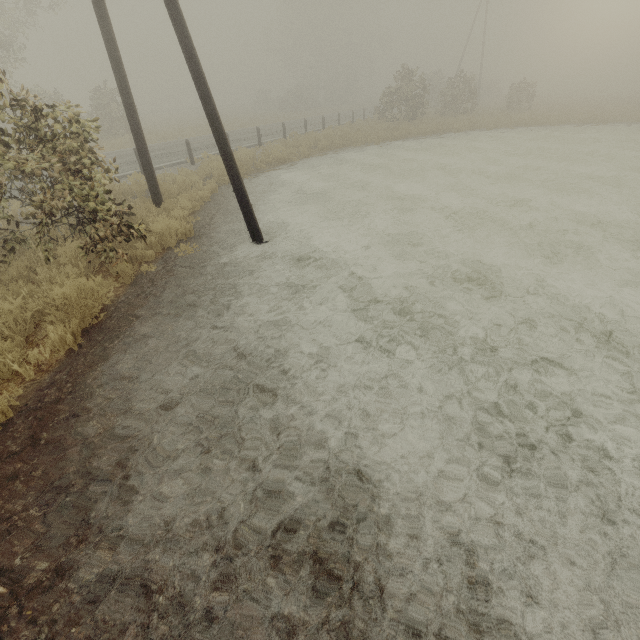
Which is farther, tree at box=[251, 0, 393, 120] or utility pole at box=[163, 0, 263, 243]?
tree at box=[251, 0, 393, 120]

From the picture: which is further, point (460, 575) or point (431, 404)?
point (431, 404)

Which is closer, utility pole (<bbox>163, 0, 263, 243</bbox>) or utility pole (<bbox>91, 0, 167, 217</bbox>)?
utility pole (<bbox>163, 0, 263, 243</bbox>)

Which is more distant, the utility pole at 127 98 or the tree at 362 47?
the tree at 362 47

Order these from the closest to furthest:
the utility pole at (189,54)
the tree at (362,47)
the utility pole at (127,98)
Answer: the utility pole at (189,54)
the utility pole at (127,98)
the tree at (362,47)

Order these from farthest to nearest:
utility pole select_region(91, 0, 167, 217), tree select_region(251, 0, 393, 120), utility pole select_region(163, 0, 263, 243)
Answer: tree select_region(251, 0, 393, 120) < utility pole select_region(91, 0, 167, 217) < utility pole select_region(163, 0, 263, 243)
